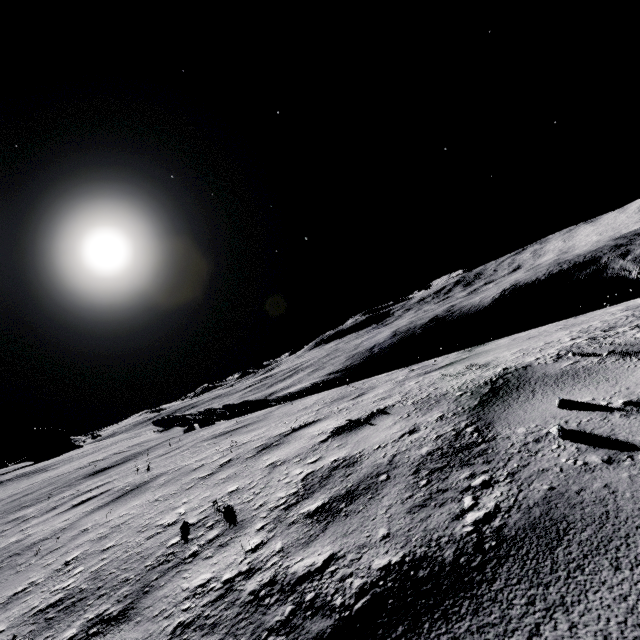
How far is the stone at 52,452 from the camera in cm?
5262

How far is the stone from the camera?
52.6m

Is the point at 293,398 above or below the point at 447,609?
below
